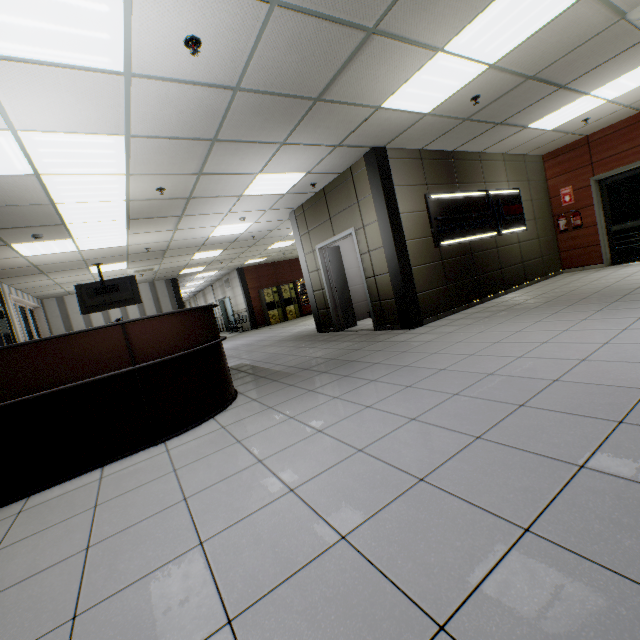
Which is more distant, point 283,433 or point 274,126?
point 274,126

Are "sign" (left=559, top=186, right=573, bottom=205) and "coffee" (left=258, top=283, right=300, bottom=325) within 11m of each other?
no

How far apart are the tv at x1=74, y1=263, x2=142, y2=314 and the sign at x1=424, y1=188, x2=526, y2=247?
7.9m

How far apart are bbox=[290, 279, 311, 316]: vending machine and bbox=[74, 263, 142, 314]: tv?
9.0m

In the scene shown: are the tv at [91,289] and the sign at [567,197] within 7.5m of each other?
no

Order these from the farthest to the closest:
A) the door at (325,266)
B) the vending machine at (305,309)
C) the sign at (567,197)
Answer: the vending machine at (305,309)
the sign at (567,197)
the door at (325,266)

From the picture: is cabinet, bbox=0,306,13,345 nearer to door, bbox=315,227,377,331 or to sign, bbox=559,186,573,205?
door, bbox=315,227,377,331

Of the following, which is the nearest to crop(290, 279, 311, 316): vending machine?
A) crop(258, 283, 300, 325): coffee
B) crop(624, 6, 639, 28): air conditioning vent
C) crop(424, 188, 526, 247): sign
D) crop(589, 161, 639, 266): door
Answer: crop(258, 283, 300, 325): coffee
